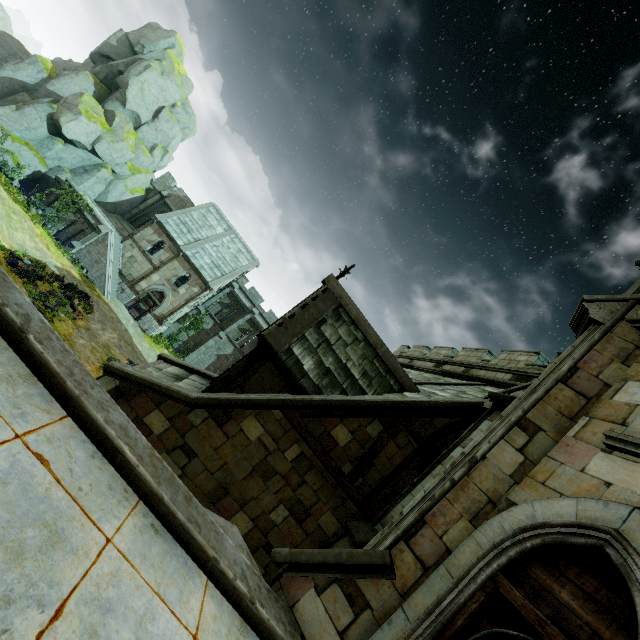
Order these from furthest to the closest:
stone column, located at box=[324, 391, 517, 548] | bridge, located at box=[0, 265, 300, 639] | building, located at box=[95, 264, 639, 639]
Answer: stone column, located at box=[324, 391, 517, 548]
building, located at box=[95, 264, 639, 639]
bridge, located at box=[0, 265, 300, 639]

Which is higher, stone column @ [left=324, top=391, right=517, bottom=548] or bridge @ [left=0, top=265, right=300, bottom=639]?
stone column @ [left=324, top=391, right=517, bottom=548]

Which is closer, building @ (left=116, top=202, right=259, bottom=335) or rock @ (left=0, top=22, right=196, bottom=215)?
rock @ (left=0, top=22, right=196, bottom=215)

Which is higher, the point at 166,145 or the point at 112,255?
the point at 166,145

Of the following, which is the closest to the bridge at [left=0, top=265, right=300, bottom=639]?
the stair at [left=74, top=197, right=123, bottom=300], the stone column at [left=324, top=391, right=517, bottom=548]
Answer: the stone column at [left=324, top=391, right=517, bottom=548]

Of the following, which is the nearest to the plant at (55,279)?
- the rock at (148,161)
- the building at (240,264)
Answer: the building at (240,264)

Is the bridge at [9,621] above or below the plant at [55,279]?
above

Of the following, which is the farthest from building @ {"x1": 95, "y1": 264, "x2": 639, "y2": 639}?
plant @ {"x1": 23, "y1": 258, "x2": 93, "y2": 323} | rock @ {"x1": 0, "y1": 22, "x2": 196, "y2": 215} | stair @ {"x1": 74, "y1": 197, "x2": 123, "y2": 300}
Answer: plant @ {"x1": 23, "y1": 258, "x2": 93, "y2": 323}
